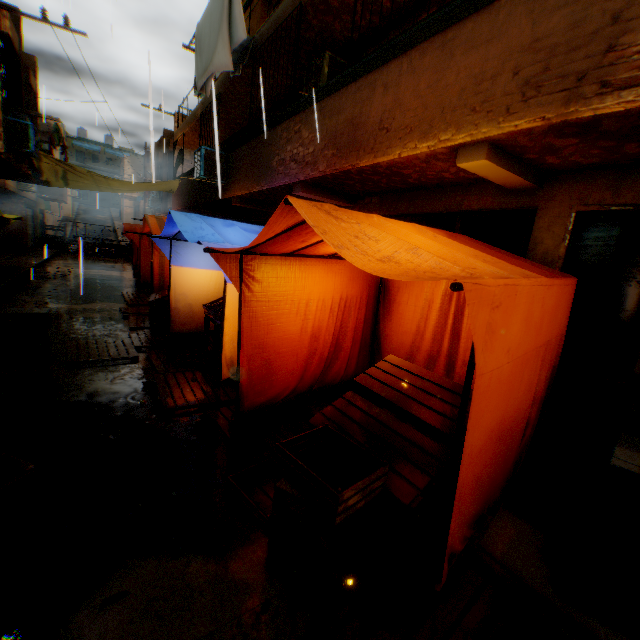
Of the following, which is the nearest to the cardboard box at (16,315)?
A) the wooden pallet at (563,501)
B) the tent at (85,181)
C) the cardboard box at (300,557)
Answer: the tent at (85,181)

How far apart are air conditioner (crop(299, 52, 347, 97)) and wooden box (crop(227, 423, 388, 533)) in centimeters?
652cm

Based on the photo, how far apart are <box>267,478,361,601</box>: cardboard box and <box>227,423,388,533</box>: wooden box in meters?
0.0 m

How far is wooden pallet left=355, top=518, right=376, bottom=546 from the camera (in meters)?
2.61

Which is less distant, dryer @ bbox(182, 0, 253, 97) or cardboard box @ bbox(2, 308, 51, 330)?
dryer @ bbox(182, 0, 253, 97)

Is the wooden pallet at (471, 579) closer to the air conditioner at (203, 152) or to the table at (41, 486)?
the air conditioner at (203, 152)

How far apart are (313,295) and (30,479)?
3.3m

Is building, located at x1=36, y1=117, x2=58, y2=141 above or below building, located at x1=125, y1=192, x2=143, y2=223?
above
